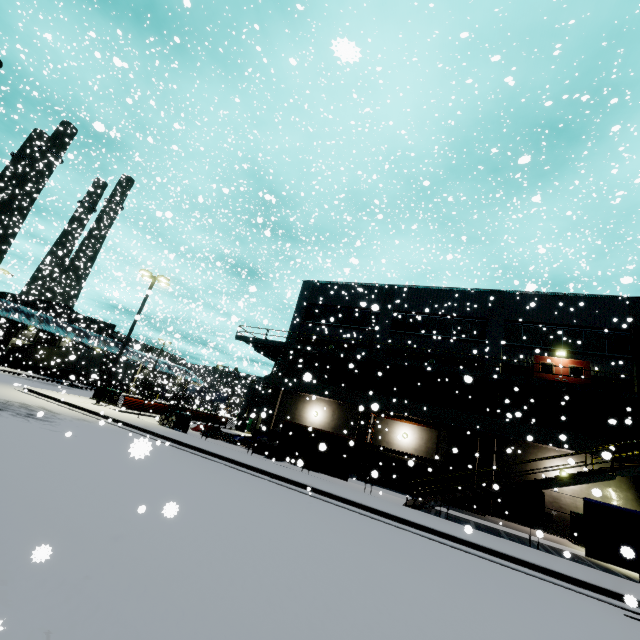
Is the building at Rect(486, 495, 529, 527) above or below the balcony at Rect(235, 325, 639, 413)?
below

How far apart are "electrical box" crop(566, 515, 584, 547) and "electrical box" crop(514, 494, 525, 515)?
2.0 meters

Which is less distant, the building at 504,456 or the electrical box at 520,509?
the electrical box at 520,509

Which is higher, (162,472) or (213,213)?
(213,213)

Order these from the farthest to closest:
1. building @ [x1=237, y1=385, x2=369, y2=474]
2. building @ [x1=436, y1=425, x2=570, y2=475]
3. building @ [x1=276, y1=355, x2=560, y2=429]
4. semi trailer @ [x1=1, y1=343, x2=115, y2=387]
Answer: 1. semi trailer @ [x1=1, y1=343, x2=115, y2=387]
2. building @ [x1=237, y1=385, x2=369, y2=474]
3. building @ [x1=276, y1=355, x2=560, y2=429]
4. building @ [x1=436, y1=425, x2=570, y2=475]

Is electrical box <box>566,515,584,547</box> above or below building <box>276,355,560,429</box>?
below

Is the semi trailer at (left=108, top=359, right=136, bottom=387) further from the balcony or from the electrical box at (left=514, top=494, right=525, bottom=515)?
the electrical box at (left=514, top=494, right=525, bottom=515)

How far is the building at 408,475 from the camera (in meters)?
21.16
